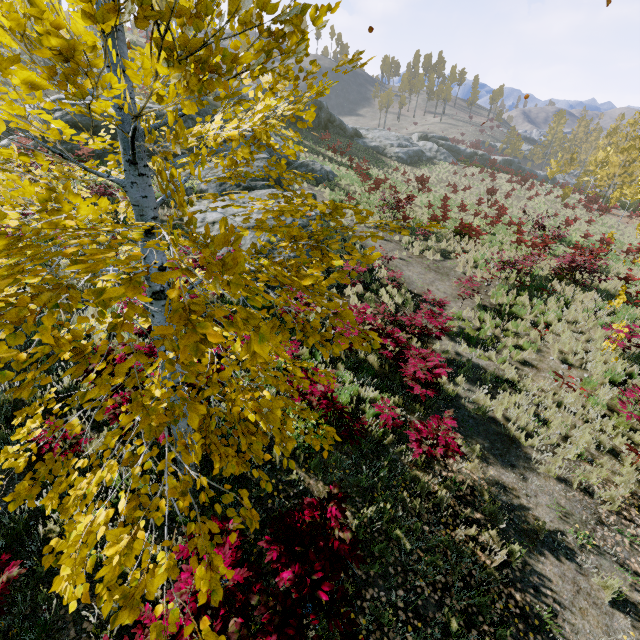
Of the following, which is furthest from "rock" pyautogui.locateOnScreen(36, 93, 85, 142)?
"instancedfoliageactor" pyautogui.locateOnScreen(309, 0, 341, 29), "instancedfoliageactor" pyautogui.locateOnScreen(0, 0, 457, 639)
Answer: "instancedfoliageactor" pyautogui.locateOnScreen(309, 0, 341, 29)

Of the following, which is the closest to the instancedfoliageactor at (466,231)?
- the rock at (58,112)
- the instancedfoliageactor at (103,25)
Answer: the instancedfoliageactor at (103,25)

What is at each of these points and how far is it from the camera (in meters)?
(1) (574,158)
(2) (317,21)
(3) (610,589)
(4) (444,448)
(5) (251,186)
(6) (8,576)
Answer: (1) instancedfoliageactor, 42.50
(2) instancedfoliageactor, 1.59
(3) instancedfoliageactor, 4.61
(4) instancedfoliageactor, 5.48
(5) rock, 15.05
(6) instancedfoliageactor, 2.69

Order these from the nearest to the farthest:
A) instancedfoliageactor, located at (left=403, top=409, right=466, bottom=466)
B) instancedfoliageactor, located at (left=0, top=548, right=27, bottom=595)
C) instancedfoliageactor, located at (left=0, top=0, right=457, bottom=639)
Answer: instancedfoliageactor, located at (left=0, top=0, right=457, bottom=639) < instancedfoliageactor, located at (left=0, top=548, right=27, bottom=595) < instancedfoliageactor, located at (left=403, top=409, right=466, bottom=466)

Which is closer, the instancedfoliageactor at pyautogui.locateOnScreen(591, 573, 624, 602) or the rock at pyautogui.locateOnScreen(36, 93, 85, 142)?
the instancedfoliageactor at pyautogui.locateOnScreen(591, 573, 624, 602)

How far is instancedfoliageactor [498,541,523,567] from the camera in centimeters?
476cm

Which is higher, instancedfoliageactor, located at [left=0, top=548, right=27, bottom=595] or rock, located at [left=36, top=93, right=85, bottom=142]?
rock, located at [left=36, top=93, right=85, bottom=142]

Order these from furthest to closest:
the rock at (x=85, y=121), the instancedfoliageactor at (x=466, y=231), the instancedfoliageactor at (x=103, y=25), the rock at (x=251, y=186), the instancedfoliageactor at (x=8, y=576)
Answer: the rock at (x=85, y=121) < the instancedfoliageactor at (x=466, y=231) < the rock at (x=251, y=186) < the instancedfoliageactor at (x=8, y=576) < the instancedfoliageactor at (x=103, y=25)
